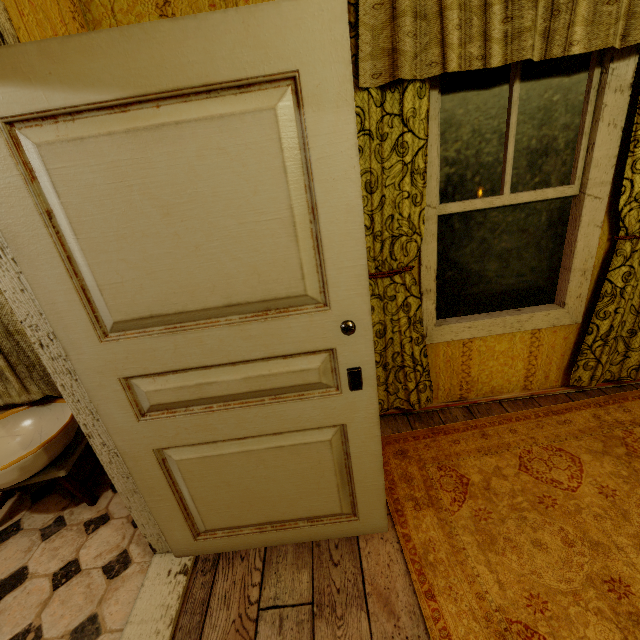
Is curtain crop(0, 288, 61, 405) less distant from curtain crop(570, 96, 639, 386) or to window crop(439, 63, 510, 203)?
curtain crop(570, 96, 639, 386)

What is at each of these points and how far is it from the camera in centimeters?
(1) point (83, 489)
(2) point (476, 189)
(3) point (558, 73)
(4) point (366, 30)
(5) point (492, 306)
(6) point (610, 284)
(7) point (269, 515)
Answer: (1) stool, 204cm
(2) window, 188cm
(3) window, 166cm
(4) curtain, 136cm
(5) window, 219cm
(6) curtain, 195cm
(7) door, 155cm

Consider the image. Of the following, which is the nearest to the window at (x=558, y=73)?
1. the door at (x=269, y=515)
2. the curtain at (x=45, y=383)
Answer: the door at (x=269, y=515)

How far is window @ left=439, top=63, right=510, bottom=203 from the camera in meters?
1.7 m

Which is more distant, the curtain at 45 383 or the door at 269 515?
the curtain at 45 383

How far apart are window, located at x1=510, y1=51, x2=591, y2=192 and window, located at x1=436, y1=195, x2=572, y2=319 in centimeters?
7cm
